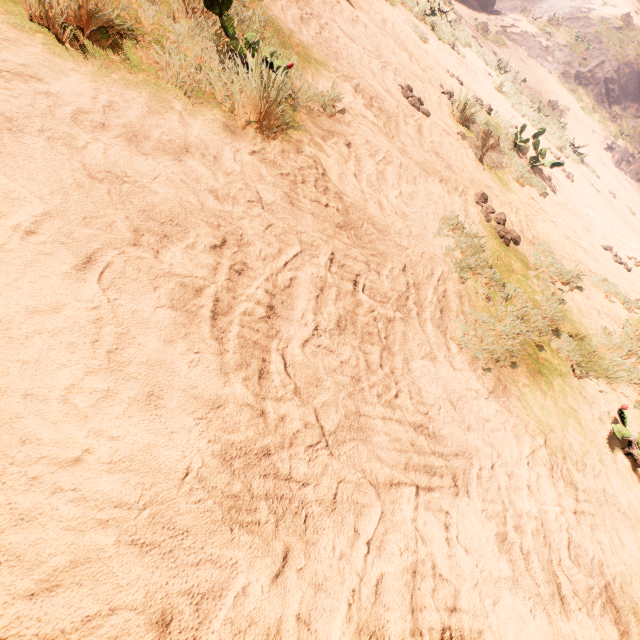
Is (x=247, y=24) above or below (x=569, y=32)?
below
